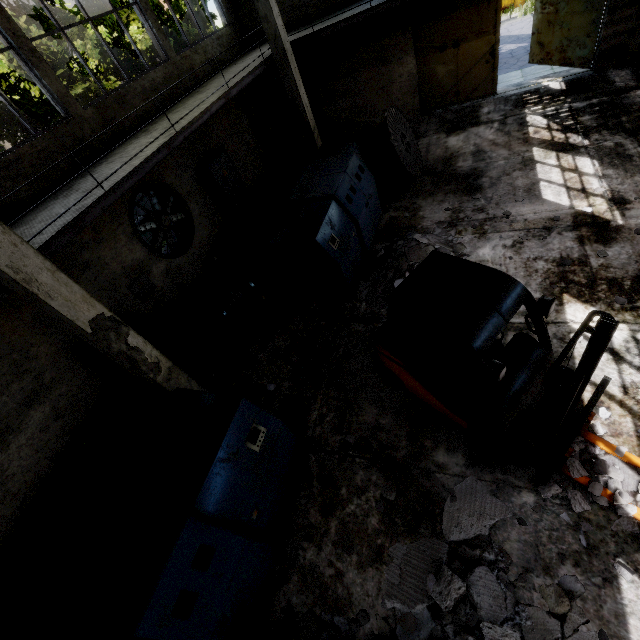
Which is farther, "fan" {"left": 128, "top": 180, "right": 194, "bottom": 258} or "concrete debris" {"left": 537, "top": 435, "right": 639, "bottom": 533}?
"fan" {"left": 128, "top": 180, "right": 194, "bottom": 258}

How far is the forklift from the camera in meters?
3.5

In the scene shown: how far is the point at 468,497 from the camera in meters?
4.4

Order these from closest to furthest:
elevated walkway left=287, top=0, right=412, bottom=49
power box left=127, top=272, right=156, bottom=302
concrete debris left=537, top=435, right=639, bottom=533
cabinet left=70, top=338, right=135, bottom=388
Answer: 1. concrete debris left=537, top=435, right=639, bottom=533
2. cabinet left=70, top=338, right=135, bottom=388
3. power box left=127, top=272, right=156, bottom=302
4. elevated walkway left=287, top=0, right=412, bottom=49

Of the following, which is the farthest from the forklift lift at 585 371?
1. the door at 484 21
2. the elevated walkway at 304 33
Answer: the door at 484 21

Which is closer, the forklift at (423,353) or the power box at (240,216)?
the forklift at (423,353)

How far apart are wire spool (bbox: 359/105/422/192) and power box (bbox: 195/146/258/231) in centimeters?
472cm

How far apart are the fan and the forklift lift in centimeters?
965cm
